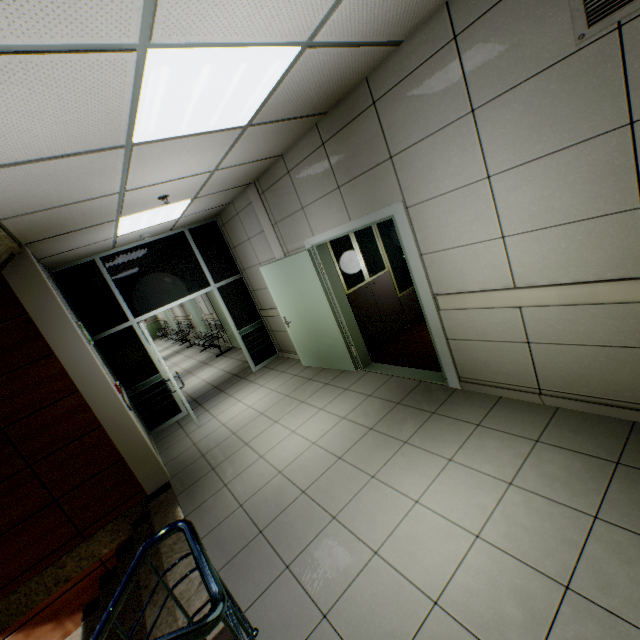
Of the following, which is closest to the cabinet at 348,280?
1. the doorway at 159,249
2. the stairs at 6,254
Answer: the doorway at 159,249

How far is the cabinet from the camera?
5.2 meters

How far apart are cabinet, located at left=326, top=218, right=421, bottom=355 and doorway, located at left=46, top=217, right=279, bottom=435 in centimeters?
257cm

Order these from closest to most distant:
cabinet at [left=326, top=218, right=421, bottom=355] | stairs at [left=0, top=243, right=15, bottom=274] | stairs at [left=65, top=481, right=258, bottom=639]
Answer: stairs at [left=65, top=481, right=258, bottom=639] → stairs at [left=0, top=243, right=15, bottom=274] → cabinet at [left=326, top=218, right=421, bottom=355]

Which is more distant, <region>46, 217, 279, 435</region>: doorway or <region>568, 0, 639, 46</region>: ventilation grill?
<region>46, 217, 279, 435</region>: doorway

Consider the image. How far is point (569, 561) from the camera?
1.8m

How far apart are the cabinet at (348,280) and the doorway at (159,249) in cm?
257

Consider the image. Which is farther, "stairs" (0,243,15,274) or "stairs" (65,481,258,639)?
"stairs" (0,243,15,274)
